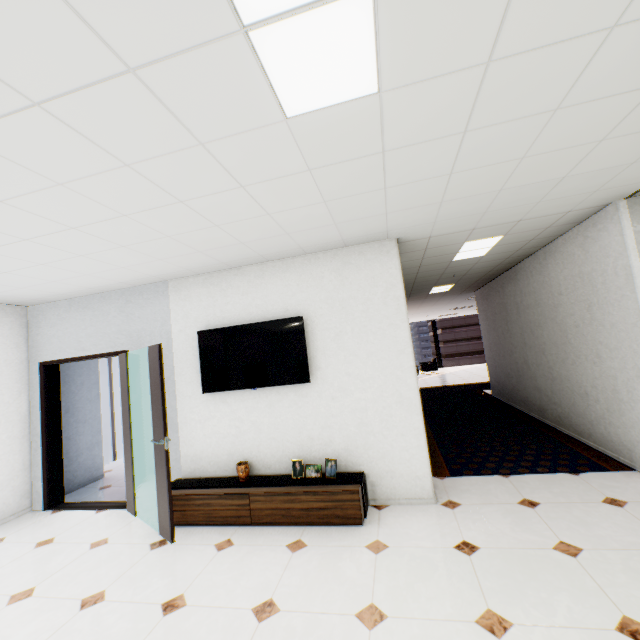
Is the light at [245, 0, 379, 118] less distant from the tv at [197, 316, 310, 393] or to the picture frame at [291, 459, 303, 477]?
the tv at [197, 316, 310, 393]

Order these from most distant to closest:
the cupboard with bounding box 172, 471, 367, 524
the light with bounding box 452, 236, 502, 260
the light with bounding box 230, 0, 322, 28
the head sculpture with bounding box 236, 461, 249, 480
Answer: the light with bounding box 452, 236, 502, 260 < the head sculpture with bounding box 236, 461, 249, 480 < the cupboard with bounding box 172, 471, 367, 524 < the light with bounding box 230, 0, 322, 28

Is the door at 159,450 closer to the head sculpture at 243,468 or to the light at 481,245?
the head sculpture at 243,468

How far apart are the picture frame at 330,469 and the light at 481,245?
3.28m

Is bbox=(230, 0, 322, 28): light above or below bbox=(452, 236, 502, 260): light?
below

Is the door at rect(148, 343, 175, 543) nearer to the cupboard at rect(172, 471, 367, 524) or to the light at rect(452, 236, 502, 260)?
the cupboard at rect(172, 471, 367, 524)

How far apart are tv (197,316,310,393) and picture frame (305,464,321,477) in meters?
0.9

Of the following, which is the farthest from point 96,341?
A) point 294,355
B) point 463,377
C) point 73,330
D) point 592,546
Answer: point 463,377
